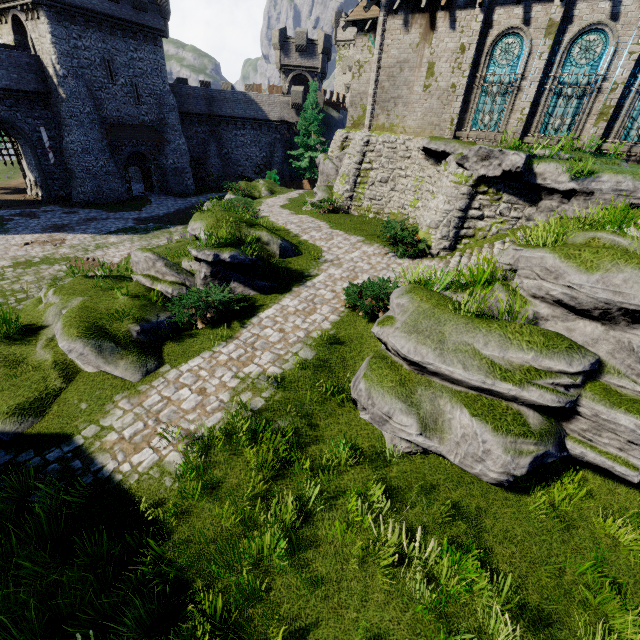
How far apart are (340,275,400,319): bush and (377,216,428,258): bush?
3.0m

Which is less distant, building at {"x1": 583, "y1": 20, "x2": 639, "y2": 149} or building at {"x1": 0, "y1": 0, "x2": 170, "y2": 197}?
building at {"x1": 583, "y1": 20, "x2": 639, "y2": 149}

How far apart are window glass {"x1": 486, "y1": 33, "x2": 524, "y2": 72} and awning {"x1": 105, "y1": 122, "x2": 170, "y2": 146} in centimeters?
3030cm

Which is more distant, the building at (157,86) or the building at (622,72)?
the building at (157,86)

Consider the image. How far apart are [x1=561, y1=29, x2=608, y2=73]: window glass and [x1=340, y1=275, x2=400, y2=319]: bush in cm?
1153

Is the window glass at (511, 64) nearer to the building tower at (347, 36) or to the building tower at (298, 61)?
the building tower at (298, 61)

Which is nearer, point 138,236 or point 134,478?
point 134,478

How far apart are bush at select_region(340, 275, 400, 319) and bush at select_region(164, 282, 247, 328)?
3.3m
